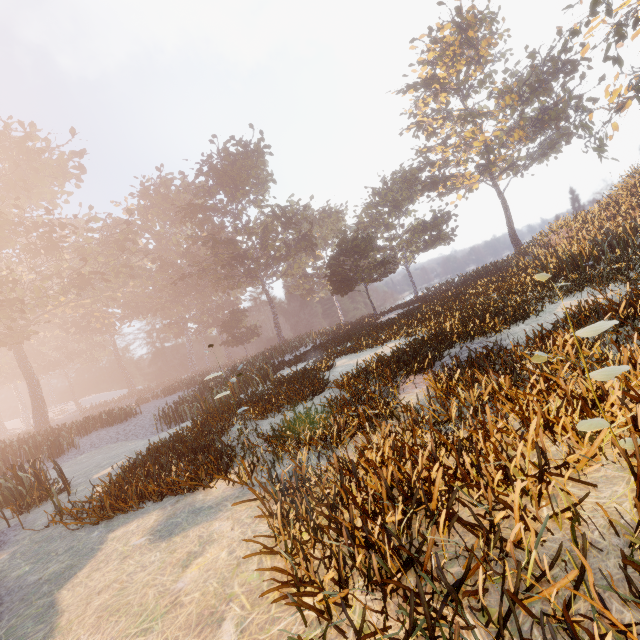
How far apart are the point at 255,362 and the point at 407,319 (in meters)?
8.27
